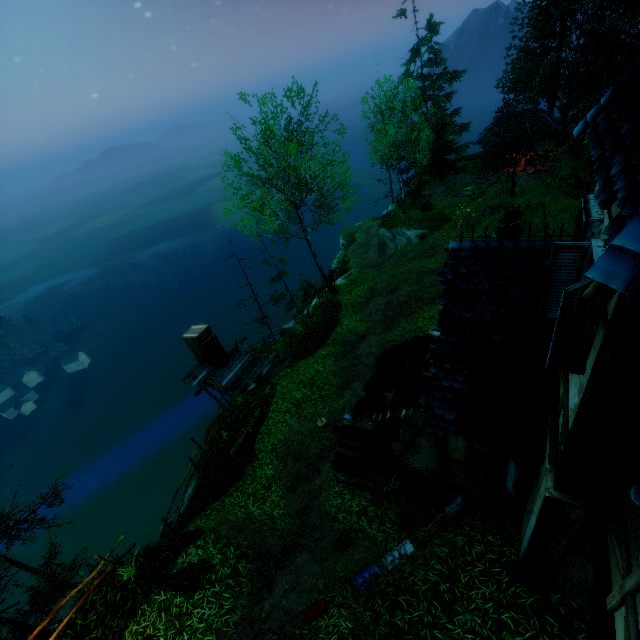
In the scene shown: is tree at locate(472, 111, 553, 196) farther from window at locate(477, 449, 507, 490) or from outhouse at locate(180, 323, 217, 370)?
window at locate(477, 449, 507, 490)

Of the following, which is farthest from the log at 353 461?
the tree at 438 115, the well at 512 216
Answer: the well at 512 216

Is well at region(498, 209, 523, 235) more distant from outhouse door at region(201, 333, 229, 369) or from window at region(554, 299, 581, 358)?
window at region(554, 299, 581, 358)

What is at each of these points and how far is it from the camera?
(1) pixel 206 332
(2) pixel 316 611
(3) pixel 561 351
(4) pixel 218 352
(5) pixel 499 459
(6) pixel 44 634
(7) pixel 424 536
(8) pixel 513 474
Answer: (1) outhouse, 18.0m
(2) linen, 6.4m
(3) window, 4.1m
(4) outhouse door, 18.7m
(5) window, 6.5m
(6) tree, 10.3m
(7) linen, 7.1m
(8) window shutters, 6.1m

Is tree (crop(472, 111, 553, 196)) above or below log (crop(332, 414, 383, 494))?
above

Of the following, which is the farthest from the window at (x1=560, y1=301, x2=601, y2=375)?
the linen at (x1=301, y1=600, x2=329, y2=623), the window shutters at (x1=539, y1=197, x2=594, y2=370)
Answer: the linen at (x1=301, y1=600, x2=329, y2=623)

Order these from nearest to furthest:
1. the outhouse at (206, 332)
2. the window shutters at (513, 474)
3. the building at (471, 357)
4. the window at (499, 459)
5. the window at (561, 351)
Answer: the building at (471, 357)
the window at (561, 351)
the window shutters at (513, 474)
the window at (499, 459)
the outhouse at (206, 332)

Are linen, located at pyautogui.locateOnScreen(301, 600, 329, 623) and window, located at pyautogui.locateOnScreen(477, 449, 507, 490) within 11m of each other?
yes
